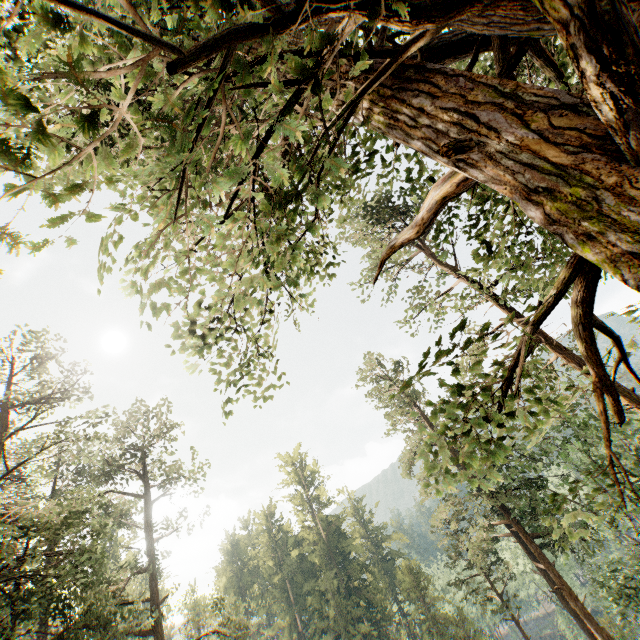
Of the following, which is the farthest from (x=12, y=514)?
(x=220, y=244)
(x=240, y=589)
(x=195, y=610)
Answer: (x=240, y=589)
